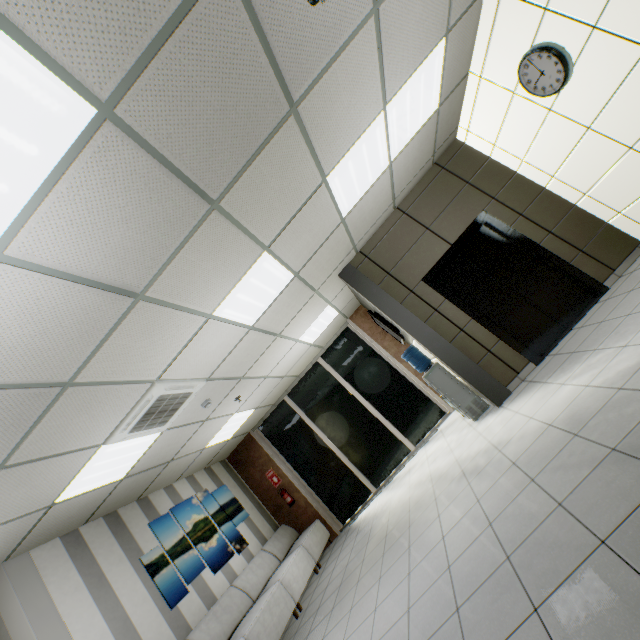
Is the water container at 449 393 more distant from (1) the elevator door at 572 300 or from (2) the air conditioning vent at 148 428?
(2) the air conditioning vent at 148 428

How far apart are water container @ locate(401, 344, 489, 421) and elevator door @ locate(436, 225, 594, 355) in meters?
1.0 m

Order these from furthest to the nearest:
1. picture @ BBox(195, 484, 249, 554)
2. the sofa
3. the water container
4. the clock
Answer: picture @ BBox(195, 484, 249, 554) → the water container → the sofa → the clock

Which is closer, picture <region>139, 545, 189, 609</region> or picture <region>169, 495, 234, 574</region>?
picture <region>139, 545, 189, 609</region>

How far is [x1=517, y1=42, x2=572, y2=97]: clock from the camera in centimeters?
336cm

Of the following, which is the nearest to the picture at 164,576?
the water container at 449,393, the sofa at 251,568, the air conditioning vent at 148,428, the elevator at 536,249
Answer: the sofa at 251,568

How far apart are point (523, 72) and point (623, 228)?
2.70m

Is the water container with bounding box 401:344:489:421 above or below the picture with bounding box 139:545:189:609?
below
